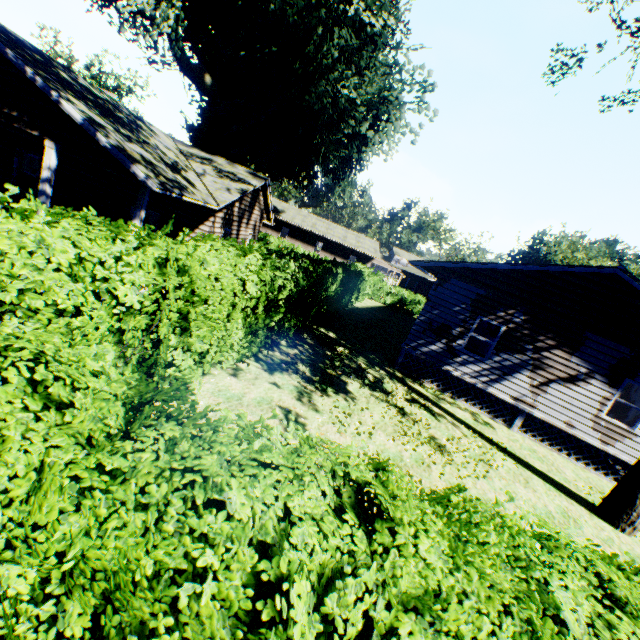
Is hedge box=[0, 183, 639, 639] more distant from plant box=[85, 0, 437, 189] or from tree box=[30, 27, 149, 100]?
plant box=[85, 0, 437, 189]

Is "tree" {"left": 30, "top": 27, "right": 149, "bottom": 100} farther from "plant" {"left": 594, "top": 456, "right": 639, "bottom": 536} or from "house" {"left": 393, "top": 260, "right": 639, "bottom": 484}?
"plant" {"left": 594, "top": 456, "right": 639, "bottom": 536}

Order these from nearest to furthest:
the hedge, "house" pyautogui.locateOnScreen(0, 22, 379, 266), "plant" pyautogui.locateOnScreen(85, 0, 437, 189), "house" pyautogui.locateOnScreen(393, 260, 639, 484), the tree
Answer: the hedge
"house" pyautogui.locateOnScreen(0, 22, 379, 266)
"house" pyautogui.locateOnScreen(393, 260, 639, 484)
"plant" pyautogui.locateOnScreen(85, 0, 437, 189)
the tree

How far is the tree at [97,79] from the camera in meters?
49.3

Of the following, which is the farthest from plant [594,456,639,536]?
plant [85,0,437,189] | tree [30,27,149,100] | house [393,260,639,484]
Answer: tree [30,27,149,100]

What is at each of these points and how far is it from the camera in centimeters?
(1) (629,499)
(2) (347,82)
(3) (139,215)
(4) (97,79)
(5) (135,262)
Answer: (1) plant, 823cm
(2) plant, 1681cm
(3) house, 854cm
(4) tree, 5409cm
(5) hedge, 422cm

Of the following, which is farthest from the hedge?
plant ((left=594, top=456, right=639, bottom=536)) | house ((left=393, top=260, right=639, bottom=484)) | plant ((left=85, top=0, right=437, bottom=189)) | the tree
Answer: house ((left=393, top=260, right=639, bottom=484))

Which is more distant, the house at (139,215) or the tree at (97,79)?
the tree at (97,79)
